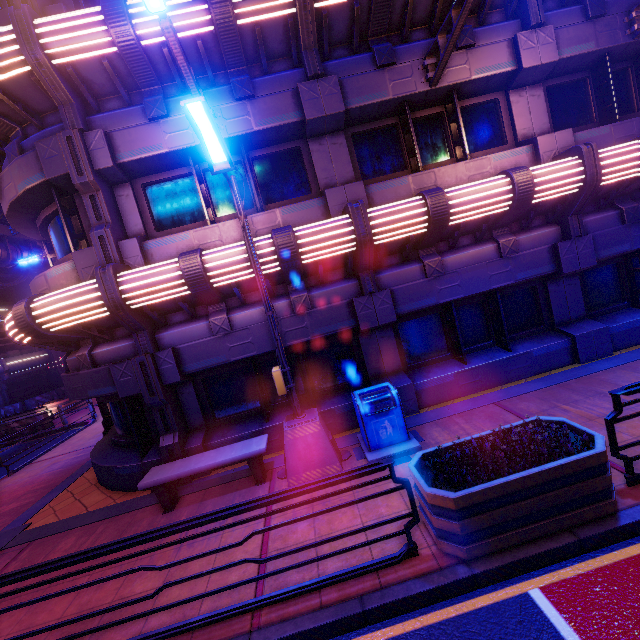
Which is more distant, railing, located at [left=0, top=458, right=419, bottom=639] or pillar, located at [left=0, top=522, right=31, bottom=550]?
pillar, located at [left=0, top=522, right=31, bottom=550]

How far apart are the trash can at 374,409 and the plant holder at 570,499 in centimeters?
116cm

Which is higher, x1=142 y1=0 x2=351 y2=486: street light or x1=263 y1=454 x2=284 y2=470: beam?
x1=142 y1=0 x2=351 y2=486: street light

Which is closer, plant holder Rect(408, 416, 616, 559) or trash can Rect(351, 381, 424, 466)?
plant holder Rect(408, 416, 616, 559)

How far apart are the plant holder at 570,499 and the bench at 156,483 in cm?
293

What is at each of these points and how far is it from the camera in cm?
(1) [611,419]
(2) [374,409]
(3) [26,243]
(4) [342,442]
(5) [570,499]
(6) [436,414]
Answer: (1) railing, 390
(2) trash can, 619
(3) walkway, 2389
(4) beam, 704
(5) plant holder, 358
(6) beam, 717

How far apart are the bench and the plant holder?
2.93m

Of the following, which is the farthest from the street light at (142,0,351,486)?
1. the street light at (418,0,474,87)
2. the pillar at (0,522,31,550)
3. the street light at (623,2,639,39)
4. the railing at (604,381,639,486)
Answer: the street light at (623,2,639,39)
